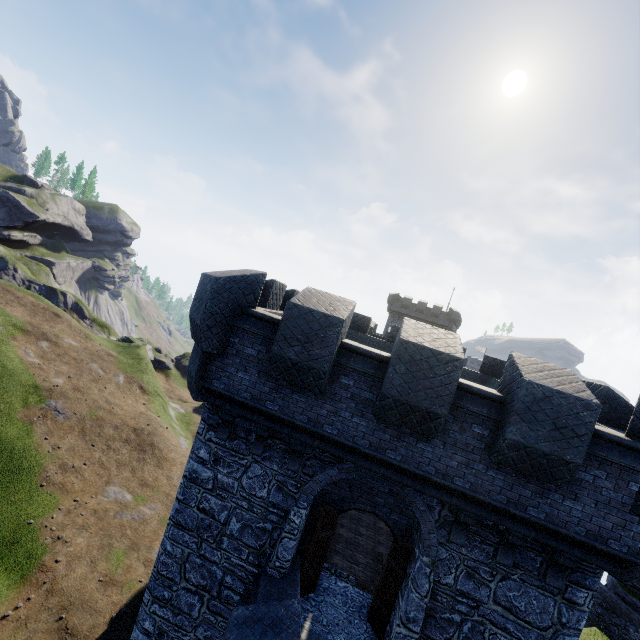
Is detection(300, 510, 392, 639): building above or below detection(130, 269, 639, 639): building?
below

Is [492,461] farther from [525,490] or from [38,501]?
[38,501]

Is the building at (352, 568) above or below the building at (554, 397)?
below

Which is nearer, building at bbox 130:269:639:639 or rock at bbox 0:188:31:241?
building at bbox 130:269:639:639

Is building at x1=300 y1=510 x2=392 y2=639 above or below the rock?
below

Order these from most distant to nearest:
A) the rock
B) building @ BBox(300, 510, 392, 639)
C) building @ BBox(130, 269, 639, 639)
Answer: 1. the rock
2. building @ BBox(300, 510, 392, 639)
3. building @ BBox(130, 269, 639, 639)

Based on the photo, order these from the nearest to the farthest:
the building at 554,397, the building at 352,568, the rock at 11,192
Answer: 1. the building at 554,397
2. the building at 352,568
3. the rock at 11,192
